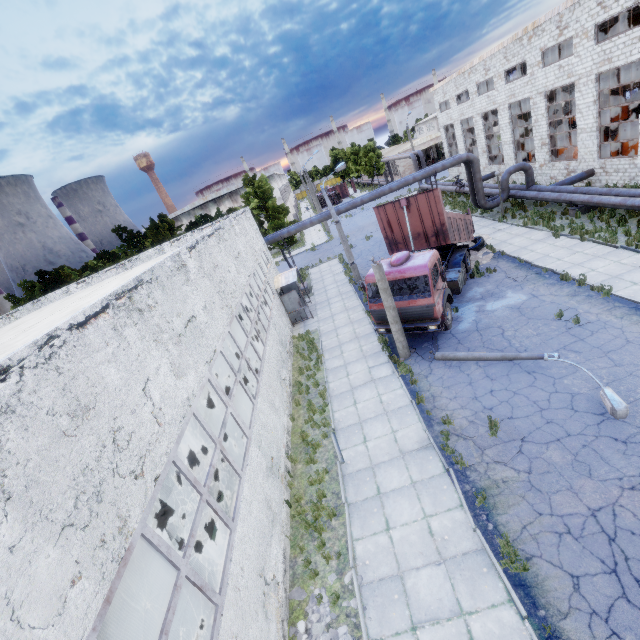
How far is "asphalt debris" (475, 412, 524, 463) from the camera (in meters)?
8.66

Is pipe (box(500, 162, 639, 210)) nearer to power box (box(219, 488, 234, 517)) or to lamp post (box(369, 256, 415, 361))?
lamp post (box(369, 256, 415, 361))

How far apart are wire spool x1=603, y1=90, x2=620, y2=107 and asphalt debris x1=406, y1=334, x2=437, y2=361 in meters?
27.9

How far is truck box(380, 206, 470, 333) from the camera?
12.83m

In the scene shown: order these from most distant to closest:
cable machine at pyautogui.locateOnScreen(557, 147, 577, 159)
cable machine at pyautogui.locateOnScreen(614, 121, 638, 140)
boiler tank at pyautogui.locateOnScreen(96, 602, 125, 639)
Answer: cable machine at pyautogui.locateOnScreen(557, 147, 577, 159) < cable machine at pyautogui.locateOnScreen(614, 121, 638, 140) < boiler tank at pyautogui.locateOnScreen(96, 602, 125, 639)

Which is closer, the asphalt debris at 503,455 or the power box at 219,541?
the power box at 219,541

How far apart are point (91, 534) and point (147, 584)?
7.9 meters

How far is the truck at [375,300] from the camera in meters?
14.0
